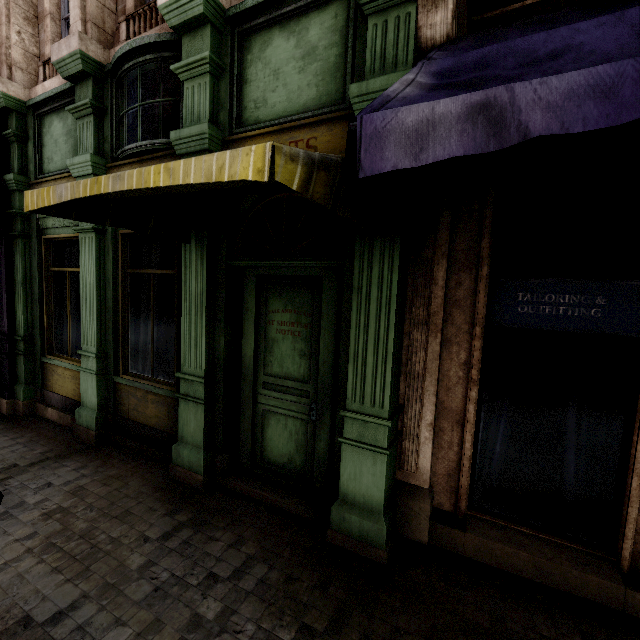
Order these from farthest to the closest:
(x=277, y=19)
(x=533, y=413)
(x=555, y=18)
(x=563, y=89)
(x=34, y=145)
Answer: (x=533, y=413), (x=34, y=145), (x=277, y=19), (x=555, y=18), (x=563, y=89)
